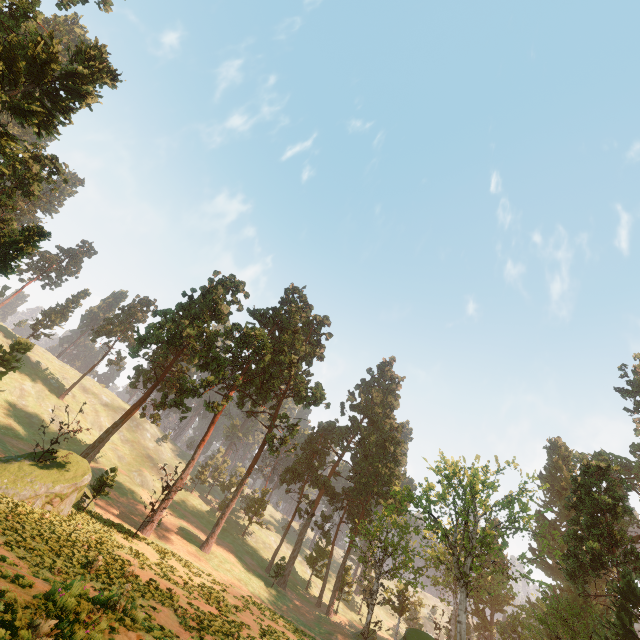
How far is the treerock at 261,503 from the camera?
57.57m

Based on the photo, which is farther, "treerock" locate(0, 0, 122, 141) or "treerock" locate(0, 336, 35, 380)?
"treerock" locate(0, 336, 35, 380)

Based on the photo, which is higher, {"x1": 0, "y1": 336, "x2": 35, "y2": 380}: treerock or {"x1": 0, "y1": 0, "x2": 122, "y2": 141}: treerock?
{"x1": 0, "y1": 0, "x2": 122, "y2": 141}: treerock

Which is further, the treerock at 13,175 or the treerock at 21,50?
the treerock at 13,175

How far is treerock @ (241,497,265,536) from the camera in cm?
5757

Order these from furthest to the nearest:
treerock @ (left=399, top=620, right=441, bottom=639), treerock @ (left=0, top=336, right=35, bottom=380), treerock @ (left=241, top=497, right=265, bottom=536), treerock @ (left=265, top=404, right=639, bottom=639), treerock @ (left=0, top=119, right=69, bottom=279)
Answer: treerock @ (left=241, top=497, right=265, bottom=536), treerock @ (left=0, top=336, right=35, bottom=380), treerock @ (left=399, top=620, right=441, bottom=639), treerock @ (left=265, top=404, right=639, bottom=639), treerock @ (left=0, top=119, right=69, bottom=279)

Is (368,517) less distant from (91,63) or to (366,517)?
(366,517)
